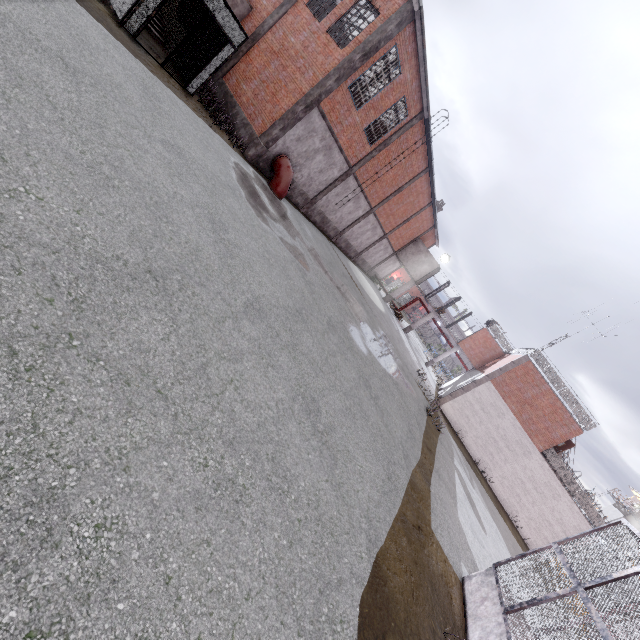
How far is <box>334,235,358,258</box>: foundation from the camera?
26.9m

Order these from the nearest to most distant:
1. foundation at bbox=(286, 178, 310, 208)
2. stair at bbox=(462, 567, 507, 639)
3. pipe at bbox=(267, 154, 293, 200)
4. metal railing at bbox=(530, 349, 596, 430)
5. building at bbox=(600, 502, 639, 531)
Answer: stair at bbox=(462, 567, 507, 639) < pipe at bbox=(267, 154, 293, 200) < foundation at bbox=(286, 178, 310, 208) < metal railing at bbox=(530, 349, 596, 430) < building at bbox=(600, 502, 639, 531)

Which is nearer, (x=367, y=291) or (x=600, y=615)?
(x=600, y=615)

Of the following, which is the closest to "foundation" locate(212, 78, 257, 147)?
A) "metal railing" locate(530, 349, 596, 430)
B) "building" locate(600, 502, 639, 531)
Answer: "metal railing" locate(530, 349, 596, 430)

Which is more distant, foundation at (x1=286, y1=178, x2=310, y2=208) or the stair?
foundation at (x1=286, y1=178, x2=310, y2=208)

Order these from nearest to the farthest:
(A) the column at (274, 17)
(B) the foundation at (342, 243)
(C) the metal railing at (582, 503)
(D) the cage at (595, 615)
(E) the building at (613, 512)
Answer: (D) the cage at (595, 615) < (A) the column at (274, 17) < (C) the metal railing at (582, 503) < (B) the foundation at (342, 243) < (E) the building at (613, 512)

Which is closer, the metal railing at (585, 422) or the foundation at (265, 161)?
the foundation at (265, 161)

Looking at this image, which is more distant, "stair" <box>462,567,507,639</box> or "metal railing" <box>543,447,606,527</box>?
"metal railing" <box>543,447,606,527</box>
